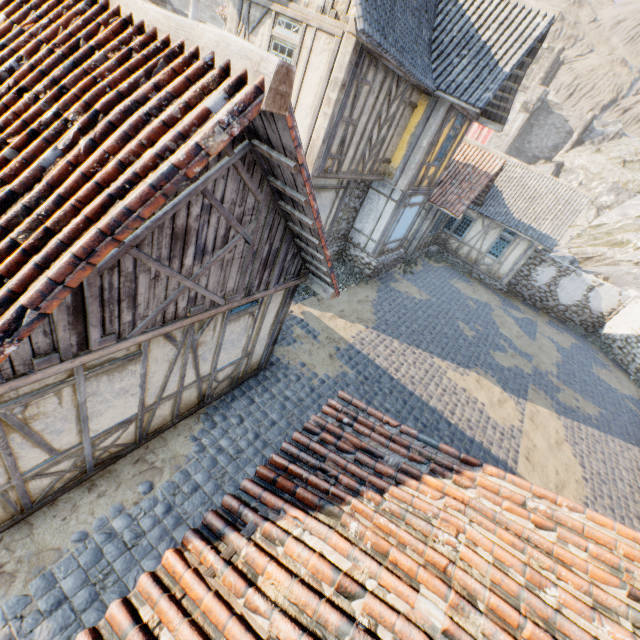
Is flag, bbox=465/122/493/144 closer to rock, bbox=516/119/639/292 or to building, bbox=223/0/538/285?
rock, bbox=516/119/639/292

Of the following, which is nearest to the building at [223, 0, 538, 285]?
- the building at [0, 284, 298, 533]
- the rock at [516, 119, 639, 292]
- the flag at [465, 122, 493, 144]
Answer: the building at [0, 284, 298, 533]

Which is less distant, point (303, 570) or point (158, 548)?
point (303, 570)

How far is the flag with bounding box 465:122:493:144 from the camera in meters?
44.6 m

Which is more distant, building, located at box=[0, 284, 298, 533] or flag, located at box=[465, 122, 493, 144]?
flag, located at box=[465, 122, 493, 144]

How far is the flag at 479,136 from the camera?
44.6m

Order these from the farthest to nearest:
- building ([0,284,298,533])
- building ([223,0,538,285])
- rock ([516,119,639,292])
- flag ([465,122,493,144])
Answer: flag ([465,122,493,144]) < rock ([516,119,639,292]) < building ([223,0,538,285]) < building ([0,284,298,533])

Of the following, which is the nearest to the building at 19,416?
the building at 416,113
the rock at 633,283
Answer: the building at 416,113
